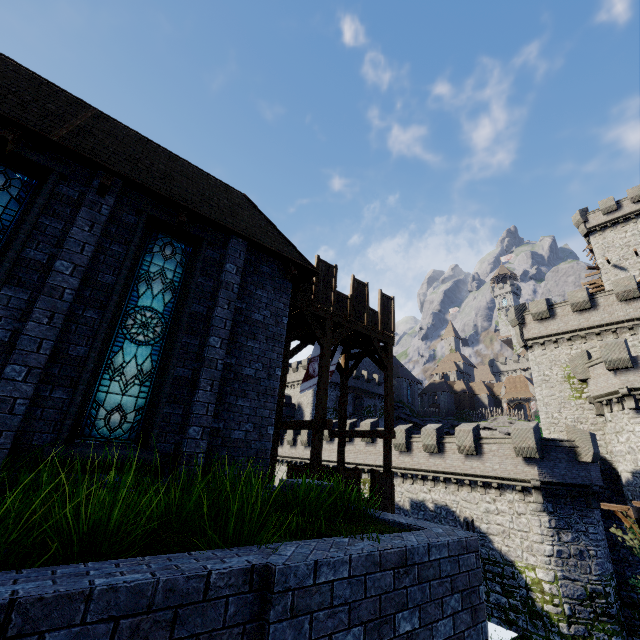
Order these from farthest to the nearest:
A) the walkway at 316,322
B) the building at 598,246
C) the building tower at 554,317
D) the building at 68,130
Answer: the building at 598,246 → the building tower at 554,317 → the walkway at 316,322 → the building at 68,130

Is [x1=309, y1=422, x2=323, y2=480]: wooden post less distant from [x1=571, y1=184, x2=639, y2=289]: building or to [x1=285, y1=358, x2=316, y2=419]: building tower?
[x1=571, y1=184, x2=639, y2=289]: building

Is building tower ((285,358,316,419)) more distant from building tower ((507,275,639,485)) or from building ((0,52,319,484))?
building tower ((507,275,639,485))

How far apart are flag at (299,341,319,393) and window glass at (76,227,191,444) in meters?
8.1 m

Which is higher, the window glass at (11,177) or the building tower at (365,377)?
the building tower at (365,377)

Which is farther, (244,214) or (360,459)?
(360,459)

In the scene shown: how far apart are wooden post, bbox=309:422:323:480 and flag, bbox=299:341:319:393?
3.20m

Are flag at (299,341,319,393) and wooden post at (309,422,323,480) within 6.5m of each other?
yes
